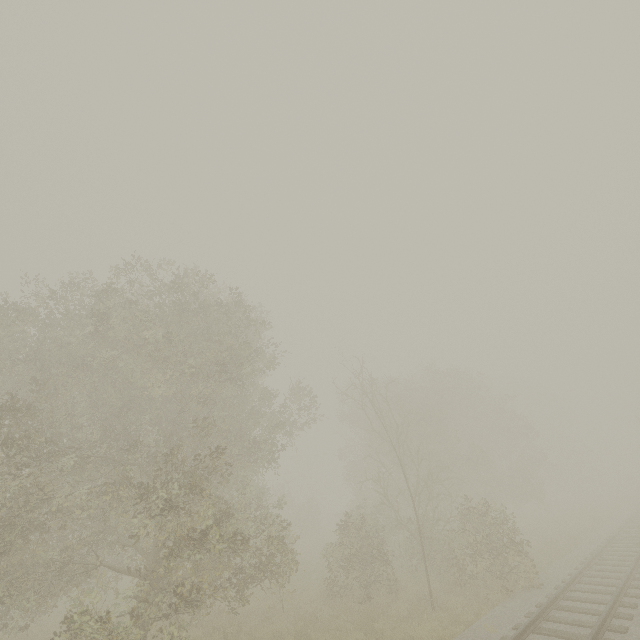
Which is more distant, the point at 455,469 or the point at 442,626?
the point at 455,469
